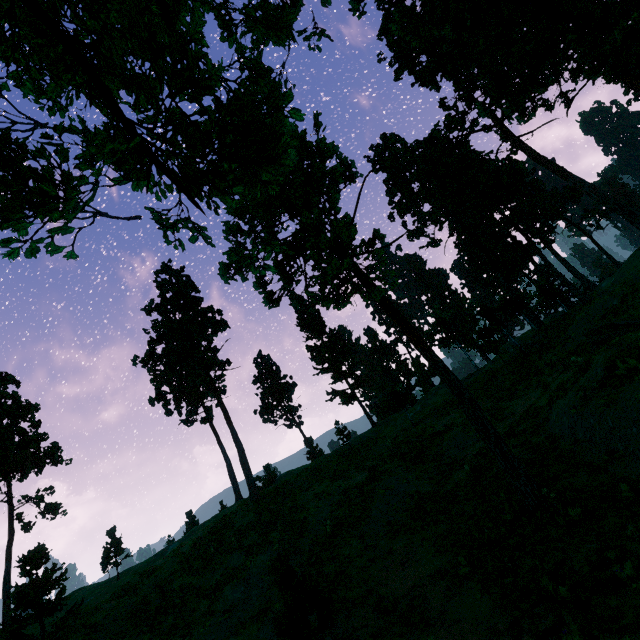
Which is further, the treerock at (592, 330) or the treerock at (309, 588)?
the treerock at (592, 330)

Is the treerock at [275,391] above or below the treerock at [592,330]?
above

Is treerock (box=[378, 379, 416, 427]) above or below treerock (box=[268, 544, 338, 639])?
above

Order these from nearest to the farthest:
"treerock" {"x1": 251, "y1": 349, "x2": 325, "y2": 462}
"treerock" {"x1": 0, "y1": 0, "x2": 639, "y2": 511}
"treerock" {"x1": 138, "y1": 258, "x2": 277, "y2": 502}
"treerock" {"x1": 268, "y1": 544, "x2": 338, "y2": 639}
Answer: "treerock" {"x1": 0, "y1": 0, "x2": 639, "y2": 511} < "treerock" {"x1": 268, "y1": 544, "x2": 338, "y2": 639} < "treerock" {"x1": 138, "y1": 258, "x2": 277, "y2": 502} < "treerock" {"x1": 251, "y1": 349, "x2": 325, "y2": 462}

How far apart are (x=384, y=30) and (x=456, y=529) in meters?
45.8 m

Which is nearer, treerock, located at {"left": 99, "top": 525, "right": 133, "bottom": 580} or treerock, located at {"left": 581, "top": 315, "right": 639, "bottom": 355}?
treerock, located at {"left": 581, "top": 315, "right": 639, "bottom": 355}
